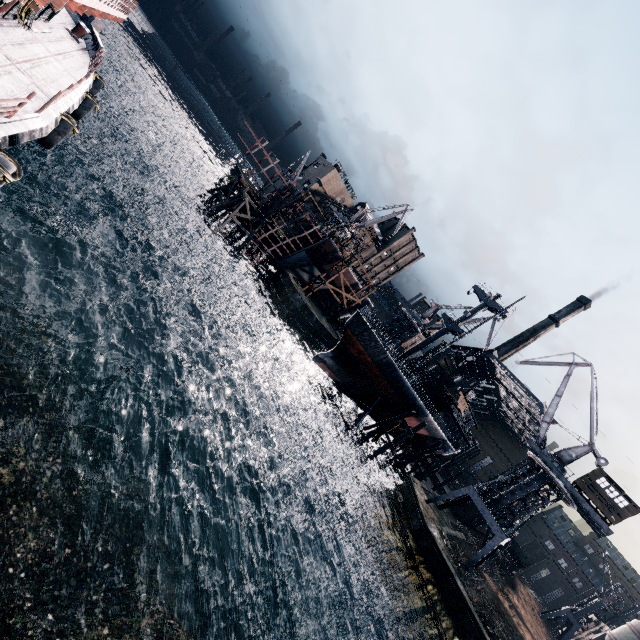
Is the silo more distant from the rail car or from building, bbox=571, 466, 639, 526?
building, bbox=571, 466, 639, 526

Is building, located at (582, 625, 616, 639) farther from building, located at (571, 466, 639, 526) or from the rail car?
building, located at (571, 466, 639, 526)

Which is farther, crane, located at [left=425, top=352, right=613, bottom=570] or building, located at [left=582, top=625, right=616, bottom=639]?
building, located at [left=582, top=625, right=616, bottom=639]

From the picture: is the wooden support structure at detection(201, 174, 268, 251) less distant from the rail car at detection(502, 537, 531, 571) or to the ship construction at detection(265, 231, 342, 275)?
the ship construction at detection(265, 231, 342, 275)

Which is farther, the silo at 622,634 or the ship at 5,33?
the silo at 622,634

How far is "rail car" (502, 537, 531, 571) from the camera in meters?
56.6 m

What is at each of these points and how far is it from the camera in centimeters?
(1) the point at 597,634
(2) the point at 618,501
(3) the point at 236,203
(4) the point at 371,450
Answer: (1) building, 5847cm
(2) building, 3306cm
(3) wooden support structure, 4766cm
(4) wooden scaffolding, 4072cm

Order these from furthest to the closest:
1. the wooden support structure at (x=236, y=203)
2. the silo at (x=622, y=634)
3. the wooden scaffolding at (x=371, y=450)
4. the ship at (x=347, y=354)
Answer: the silo at (x=622, y=634), the wooden support structure at (x=236, y=203), the wooden scaffolding at (x=371, y=450), the ship at (x=347, y=354)
